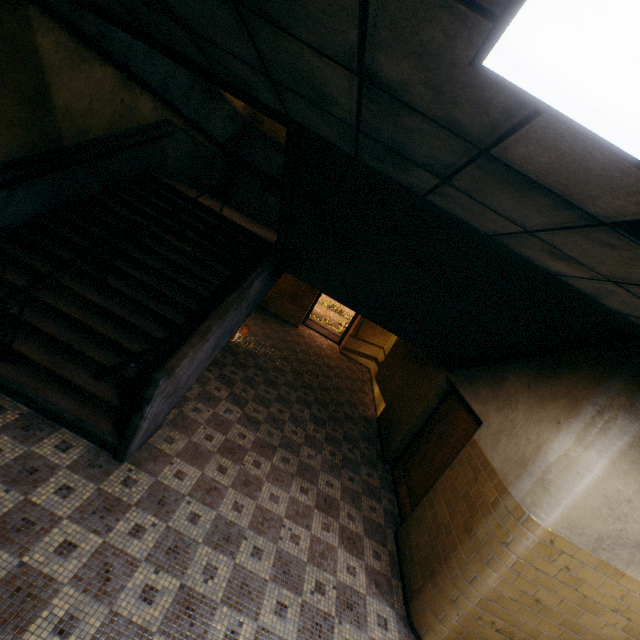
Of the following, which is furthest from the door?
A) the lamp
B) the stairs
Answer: the lamp

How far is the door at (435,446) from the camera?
4.9m

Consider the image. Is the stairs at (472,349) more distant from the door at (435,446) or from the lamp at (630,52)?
the lamp at (630,52)

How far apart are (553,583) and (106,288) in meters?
6.6

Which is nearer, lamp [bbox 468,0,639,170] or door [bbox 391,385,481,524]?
lamp [bbox 468,0,639,170]

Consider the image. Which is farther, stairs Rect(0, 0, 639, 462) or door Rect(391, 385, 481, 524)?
door Rect(391, 385, 481, 524)
